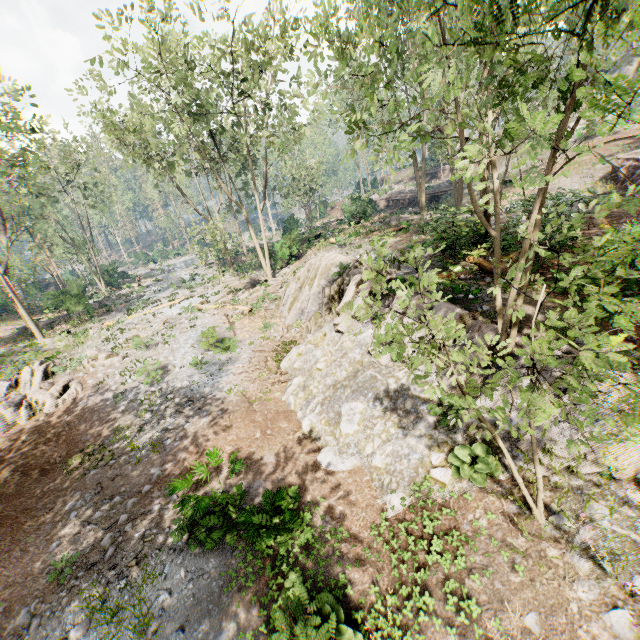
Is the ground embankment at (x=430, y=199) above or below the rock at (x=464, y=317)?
above

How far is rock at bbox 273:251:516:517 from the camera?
7.1m

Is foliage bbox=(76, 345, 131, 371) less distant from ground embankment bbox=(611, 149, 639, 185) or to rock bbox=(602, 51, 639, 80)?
rock bbox=(602, 51, 639, 80)

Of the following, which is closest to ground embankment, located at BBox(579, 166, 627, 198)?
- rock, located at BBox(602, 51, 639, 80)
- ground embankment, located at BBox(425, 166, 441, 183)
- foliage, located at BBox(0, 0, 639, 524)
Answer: foliage, located at BBox(0, 0, 639, 524)

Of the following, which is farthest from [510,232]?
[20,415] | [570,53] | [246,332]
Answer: [20,415]

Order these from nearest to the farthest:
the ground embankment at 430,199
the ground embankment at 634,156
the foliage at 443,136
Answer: the foliage at 443,136, the ground embankment at 634,156, the ground embankment at 430,199

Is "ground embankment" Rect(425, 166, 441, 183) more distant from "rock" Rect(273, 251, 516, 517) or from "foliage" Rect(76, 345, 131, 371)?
"rock" Rect(273, 251, 516, 517)

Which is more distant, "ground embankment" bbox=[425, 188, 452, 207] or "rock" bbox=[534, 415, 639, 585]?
"ground embankment" bbox=[425, 188, 452, 207]
